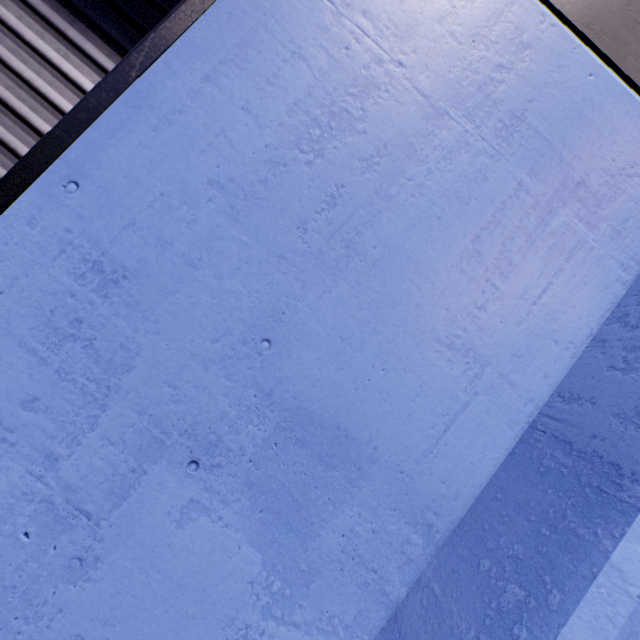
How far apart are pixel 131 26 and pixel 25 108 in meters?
0.6
